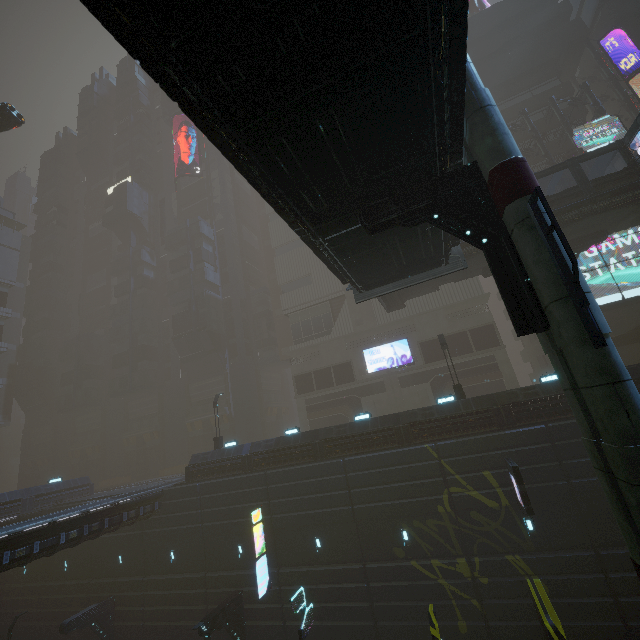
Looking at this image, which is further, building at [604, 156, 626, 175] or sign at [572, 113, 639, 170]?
building at [604, 156, 626, 175]

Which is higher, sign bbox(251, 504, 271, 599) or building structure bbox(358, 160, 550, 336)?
building structure bbox(358, 160, 550, 336)

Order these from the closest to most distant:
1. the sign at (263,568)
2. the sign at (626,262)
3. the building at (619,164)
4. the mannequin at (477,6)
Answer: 1. the sign at (263,568)
2. the sign at (626,262)
3. the building at (619,164)
4. the mannequin at (477,6)

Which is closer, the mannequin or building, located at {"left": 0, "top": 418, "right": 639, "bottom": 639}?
building, located at {"left": 0, "top": 418, "right": 639, "bottom": 639}

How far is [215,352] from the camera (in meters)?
43.91

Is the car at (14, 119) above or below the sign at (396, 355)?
above

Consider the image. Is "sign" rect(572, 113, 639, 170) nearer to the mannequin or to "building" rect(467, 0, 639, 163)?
"building" rect(467, 0, 639, 163)

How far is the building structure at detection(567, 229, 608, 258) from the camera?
21.8 meters
